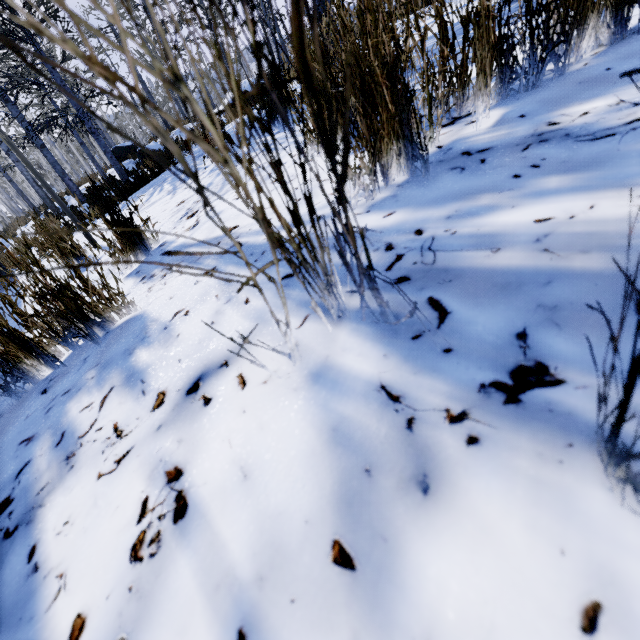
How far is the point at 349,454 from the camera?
0.4m
